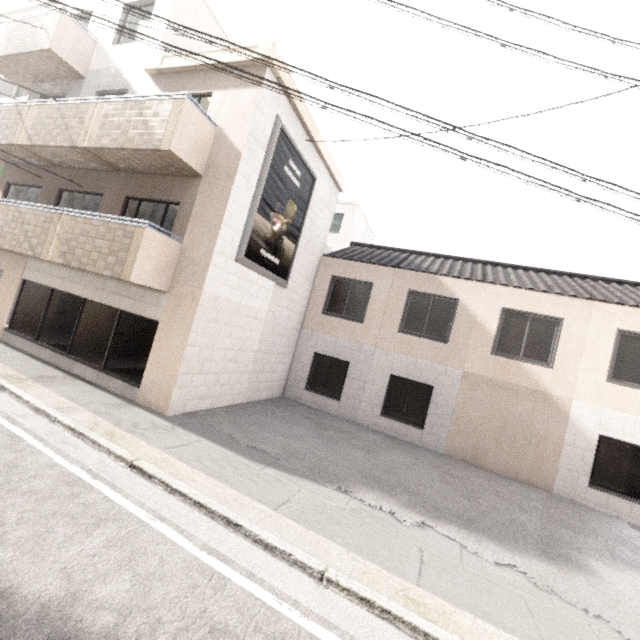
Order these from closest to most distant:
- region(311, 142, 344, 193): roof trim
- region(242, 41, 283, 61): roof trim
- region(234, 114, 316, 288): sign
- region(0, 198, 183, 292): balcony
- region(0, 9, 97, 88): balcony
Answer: region(0, 198, 183, 292): balcony, region(242, 41, 283, 61): roof trim, region(234, 114, 316, 288): sign, region(0, 9, 97, 88): balcony, region(311, 142, 344, 193): roof trim

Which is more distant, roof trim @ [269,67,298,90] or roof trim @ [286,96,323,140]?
roof trim @ [286,96,323,140]

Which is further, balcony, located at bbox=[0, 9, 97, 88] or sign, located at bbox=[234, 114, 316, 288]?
balcony, located at bbox=[0, 9, 97, 88]

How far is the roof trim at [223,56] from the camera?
7.73m

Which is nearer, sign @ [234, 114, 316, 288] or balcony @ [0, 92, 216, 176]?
balcony @ [0, 92, 216, 176]

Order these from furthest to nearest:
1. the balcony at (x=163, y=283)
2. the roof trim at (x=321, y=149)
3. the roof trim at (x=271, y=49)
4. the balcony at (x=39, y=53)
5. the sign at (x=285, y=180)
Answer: the roof trim at (x=321, y=149)
the balcony at (x=39, y=53)
the sign at (x=285, y=180)
the roof trim at (x=271, y=49)
the balcony at (x=163, y=283)

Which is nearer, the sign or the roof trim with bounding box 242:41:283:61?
the roof trim with bounding box 242:41:283:61

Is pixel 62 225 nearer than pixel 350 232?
Yes
